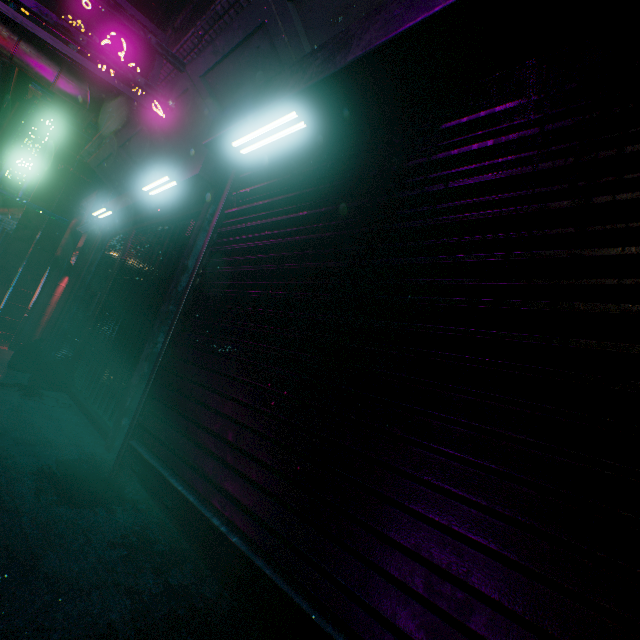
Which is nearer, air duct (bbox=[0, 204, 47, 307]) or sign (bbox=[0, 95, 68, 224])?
sign (bbox=[0, 95, 68, 224])

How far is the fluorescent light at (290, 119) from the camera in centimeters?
191cm

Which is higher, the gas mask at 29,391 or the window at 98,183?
the window at 98,183

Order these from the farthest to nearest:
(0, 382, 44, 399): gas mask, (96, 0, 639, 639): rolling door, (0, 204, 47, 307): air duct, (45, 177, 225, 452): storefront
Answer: (0, 204, 47, 307): air duct → (0, 382, 44, 399): gas mask → (45, 177, 225, 452): storefront → (96, 0, 639, 639): rolling door

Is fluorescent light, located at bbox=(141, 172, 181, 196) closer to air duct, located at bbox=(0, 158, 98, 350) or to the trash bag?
the trash bag

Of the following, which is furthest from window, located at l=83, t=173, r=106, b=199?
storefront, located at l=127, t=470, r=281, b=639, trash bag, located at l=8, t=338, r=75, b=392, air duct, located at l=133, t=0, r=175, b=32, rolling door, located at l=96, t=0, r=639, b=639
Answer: storefront, located at l=127, t=470, r=281, b=639

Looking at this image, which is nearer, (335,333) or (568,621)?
(568,621)

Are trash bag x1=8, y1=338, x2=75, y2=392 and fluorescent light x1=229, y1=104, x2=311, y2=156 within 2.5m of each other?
no
